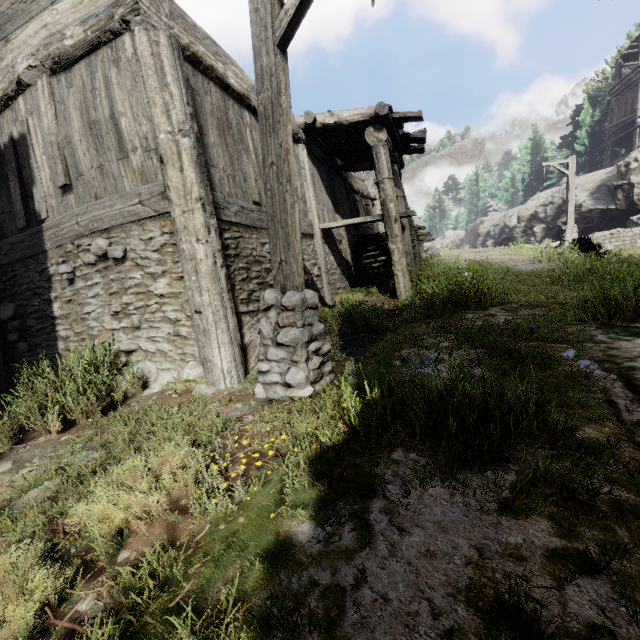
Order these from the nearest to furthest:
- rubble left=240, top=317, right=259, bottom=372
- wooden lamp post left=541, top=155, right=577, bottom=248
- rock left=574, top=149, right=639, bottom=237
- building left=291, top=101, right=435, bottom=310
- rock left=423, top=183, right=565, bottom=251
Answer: rubble left=240, top=317, right=259, bottom=372 → building left=291, top=101, right=435, bottom=310 → wooden lamp post left=541, top=155, right=577, bottom=248 → rock left=574, top=149, right=639, bottom=237 → rock left=423, top=183, right=565, bottom=251

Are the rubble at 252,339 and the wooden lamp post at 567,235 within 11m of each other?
no

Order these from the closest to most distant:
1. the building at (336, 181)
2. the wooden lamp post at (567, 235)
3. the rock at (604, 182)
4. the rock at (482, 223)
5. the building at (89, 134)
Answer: the building at (89, 134)
the building at (336, 181)
the wooden lamp post at (567, 235)
the rock at (604, 182)
the rock at (482, 223)

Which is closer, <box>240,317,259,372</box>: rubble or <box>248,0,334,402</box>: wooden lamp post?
<box>248,0,334,402</box>: wooden lamp post

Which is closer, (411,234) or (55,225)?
(55,225)

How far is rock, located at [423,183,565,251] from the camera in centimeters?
2302cm

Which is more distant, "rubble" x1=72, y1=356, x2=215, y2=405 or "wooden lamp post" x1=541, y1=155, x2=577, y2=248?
"wooden lamp post" x1=541, y1=155, x2=577, y2=248

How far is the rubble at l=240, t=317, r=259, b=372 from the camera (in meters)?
4.91
